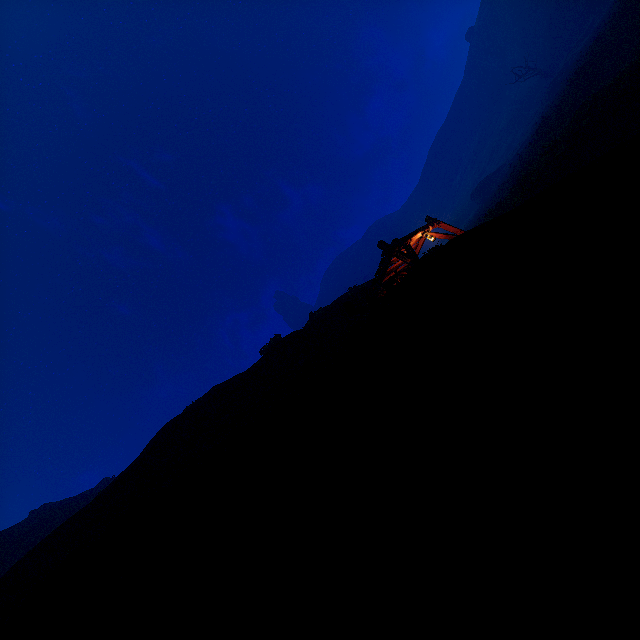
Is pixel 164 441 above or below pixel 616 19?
above

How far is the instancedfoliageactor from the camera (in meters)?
51.89

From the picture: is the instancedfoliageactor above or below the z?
above

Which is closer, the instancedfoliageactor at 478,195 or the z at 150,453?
the z at 150,453

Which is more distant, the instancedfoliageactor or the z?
the instancedfoliageactor

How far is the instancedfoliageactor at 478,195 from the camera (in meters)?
51.89
